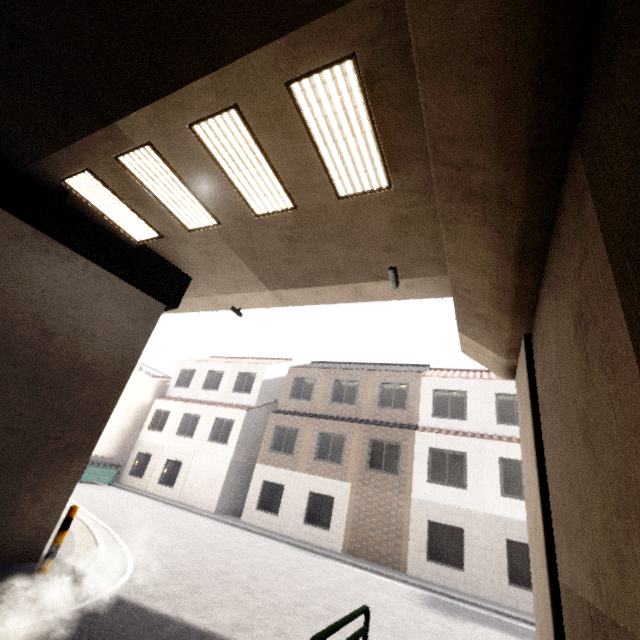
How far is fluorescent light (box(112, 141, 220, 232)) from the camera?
5.87m

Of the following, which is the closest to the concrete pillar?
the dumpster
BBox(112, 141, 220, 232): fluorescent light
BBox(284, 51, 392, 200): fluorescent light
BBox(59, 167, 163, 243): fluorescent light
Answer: BBox(284, 51, 392, 200): fluorescent light

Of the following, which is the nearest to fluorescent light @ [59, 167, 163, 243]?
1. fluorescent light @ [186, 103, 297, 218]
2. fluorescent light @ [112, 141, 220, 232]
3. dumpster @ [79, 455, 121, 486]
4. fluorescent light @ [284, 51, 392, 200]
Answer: fluorescent light @ [112, 141, 220, 232]

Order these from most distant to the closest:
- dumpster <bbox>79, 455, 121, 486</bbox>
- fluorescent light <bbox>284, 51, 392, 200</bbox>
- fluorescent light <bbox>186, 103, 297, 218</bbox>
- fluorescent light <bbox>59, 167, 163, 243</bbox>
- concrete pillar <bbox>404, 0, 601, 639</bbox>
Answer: dumpster <bbox>79, 455, 121, 486</bbox>
fluorescent light <bbox>59, 167, 163, 243</bbox>
fluorescent light <bbox>186, 103, 297, 218</bbox>
fluorescent light <bbox>284, 51, 392, 200</bbox>
concrete pillar <bbox>404, 0, 601, 639</bbox>

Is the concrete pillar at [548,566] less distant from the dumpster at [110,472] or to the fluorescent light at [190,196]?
the fluorescent light at [190,196]

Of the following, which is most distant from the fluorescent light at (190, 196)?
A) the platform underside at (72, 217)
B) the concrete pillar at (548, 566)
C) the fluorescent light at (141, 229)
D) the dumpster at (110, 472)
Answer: the dumpster at (110, 472)

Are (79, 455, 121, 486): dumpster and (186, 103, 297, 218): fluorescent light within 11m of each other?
no

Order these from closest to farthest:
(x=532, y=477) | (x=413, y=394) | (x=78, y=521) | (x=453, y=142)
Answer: (x=453, y=142) → (x=532, y=477) → (x=78, y=521) → (x=413, y=394)
